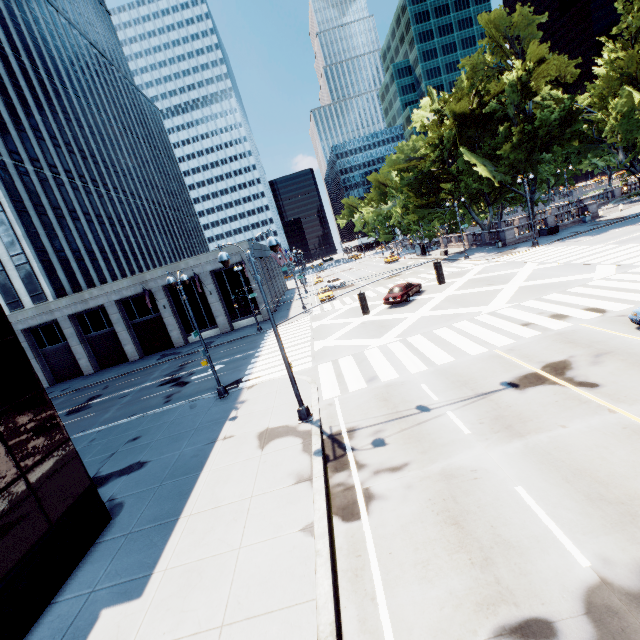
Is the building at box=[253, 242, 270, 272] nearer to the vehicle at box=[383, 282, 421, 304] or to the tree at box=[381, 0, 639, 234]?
the vehicle at box=[383, 282, 421, 304]

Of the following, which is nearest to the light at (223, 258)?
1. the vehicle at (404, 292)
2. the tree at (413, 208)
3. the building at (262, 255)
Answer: the vehicle at (404, 292)

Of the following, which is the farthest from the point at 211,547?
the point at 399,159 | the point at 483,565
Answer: the point at 399,159

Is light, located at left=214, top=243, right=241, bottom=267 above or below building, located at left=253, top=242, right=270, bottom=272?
below

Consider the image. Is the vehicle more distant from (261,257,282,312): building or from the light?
(261,257,282,312): building

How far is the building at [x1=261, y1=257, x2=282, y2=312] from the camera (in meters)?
44.28

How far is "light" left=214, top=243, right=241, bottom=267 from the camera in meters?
11.5 m

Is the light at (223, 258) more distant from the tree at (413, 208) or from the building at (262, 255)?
the tree at (413, 208)
